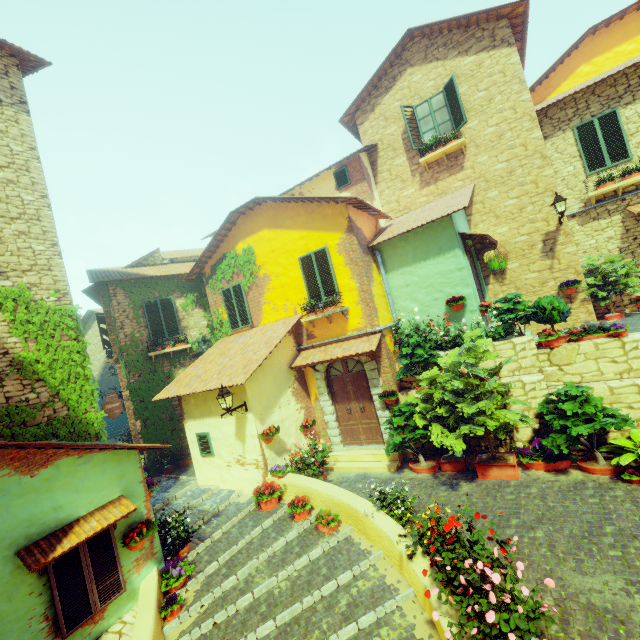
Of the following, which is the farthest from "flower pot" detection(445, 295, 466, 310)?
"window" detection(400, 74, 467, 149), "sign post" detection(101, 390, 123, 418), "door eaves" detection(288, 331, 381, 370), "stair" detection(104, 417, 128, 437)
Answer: "stair" detection(104, 417, 128, 437)

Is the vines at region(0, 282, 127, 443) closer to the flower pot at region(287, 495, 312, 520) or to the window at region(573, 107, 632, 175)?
the flower pot at region(287, 495, 312, 520)

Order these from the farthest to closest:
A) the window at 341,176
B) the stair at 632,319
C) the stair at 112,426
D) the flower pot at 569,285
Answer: the stair at 112,426
the window at 341,176
the flower pot at 569,285
the stair at 632,319

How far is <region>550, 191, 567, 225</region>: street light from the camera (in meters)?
9.23

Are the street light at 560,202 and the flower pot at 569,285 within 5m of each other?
yes

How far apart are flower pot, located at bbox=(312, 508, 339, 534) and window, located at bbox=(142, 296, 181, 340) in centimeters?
877cm

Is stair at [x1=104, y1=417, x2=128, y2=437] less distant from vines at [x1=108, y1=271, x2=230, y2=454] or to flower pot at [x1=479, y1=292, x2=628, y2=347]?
vines at [x1=108, y1=271, x2=230, y2=454]

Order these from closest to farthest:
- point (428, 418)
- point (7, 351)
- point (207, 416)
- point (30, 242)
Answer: point (7, 351) → point (30, 242) → point (428, 418) → point (207, 416)
